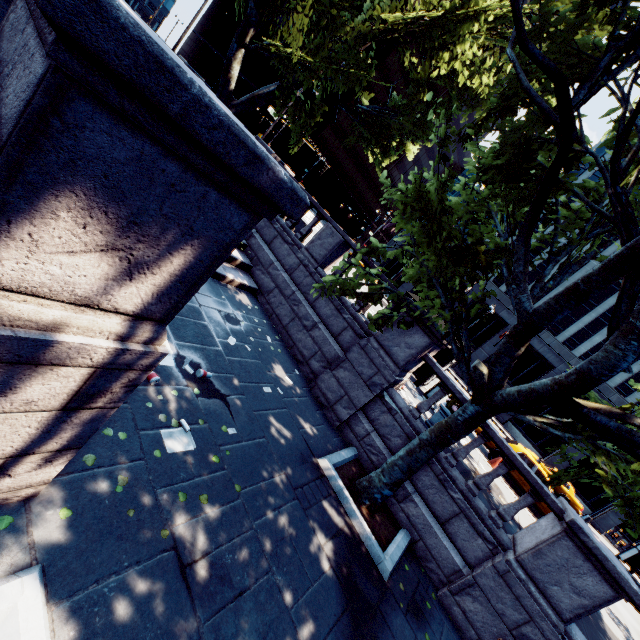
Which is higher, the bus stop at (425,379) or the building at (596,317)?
the building at (596,317)

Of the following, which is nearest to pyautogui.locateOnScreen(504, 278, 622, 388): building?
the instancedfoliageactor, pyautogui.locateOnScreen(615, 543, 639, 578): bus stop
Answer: pyautogui.locateOnScreen(615, 543, 639, 578): bus stop

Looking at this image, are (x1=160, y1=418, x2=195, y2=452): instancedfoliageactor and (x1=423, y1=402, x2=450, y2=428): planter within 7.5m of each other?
yes

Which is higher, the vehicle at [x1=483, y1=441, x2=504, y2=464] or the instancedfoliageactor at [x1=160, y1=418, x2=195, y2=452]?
the vehicle at [x1=483, y1=441, x2=504, y2=464]

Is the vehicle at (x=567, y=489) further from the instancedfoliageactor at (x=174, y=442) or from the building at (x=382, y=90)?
the building at (x=382, y=90)

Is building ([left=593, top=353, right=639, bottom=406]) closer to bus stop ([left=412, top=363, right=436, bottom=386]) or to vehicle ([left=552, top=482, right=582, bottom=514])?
vehicle ([left=552, top=482, right=582, bottom=514])

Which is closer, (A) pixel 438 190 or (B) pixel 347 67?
(A) pixel 438 190

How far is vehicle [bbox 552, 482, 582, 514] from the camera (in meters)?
23.63
